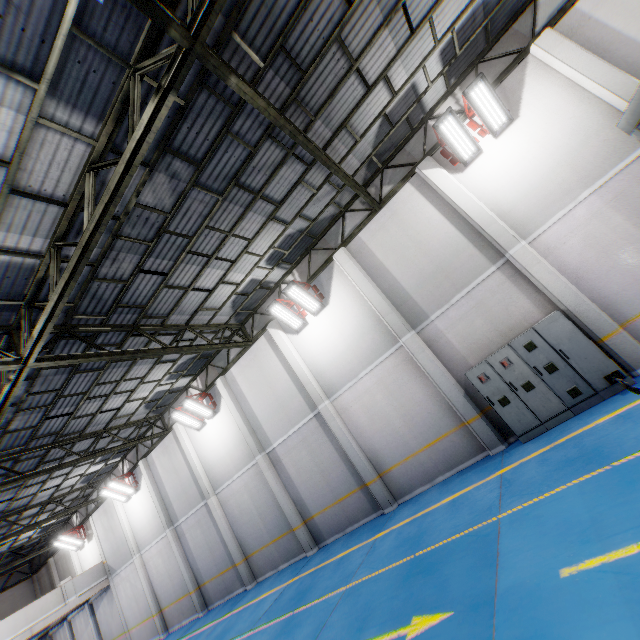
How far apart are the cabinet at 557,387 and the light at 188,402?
10.92m

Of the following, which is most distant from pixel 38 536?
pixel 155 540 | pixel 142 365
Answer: pixel 142 365

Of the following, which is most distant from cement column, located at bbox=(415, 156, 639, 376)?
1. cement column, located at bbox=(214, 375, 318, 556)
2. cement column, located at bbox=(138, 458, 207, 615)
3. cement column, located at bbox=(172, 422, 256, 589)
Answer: cement column, located at bbox=(138, 458, 207, 615)

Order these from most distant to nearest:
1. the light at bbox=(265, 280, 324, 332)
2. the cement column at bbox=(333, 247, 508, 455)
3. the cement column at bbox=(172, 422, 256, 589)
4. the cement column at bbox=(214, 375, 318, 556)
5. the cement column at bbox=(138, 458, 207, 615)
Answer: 1. the cement column at bbox=(138, 458, 207, 615)
2. the cement column at bbox=(172, 422, 256, 589)
3. the cement column at bbox=(214, 375, 318, 556)
4. the light at bbox=(265, 280, 324, 332)
5. the cement column at bbox=(333, 247, 508, 455)

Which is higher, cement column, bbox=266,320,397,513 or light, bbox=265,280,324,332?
light, bbox=265,280,324,332

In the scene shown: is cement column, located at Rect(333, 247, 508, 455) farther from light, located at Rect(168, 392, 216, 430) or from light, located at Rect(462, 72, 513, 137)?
light, located at Rect(168, 392, 216, 430)

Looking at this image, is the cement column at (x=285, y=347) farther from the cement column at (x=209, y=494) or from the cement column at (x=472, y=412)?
the cement column at (x=209, y=494)

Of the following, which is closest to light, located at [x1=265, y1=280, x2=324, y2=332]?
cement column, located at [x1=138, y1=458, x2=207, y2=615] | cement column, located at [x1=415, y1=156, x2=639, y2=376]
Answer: cement column, located at [x1=415, y1=156, x2=639, y2=376]
